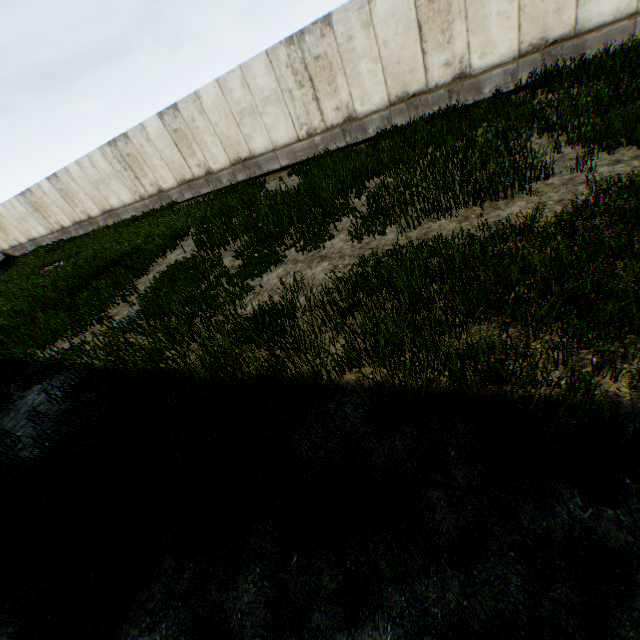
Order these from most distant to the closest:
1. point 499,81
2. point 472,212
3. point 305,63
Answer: point 305,63 < point 499,81 < point 472,212
